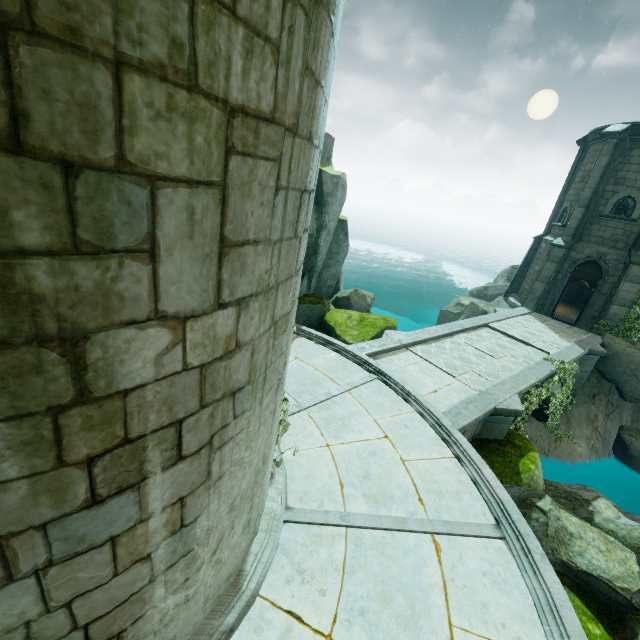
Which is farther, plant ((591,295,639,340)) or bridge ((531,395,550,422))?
plant ((591,295,639,340))

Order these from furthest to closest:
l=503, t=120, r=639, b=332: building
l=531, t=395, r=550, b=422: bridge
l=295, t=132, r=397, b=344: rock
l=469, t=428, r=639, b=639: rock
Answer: l=503, t=120, r=639, b=332: building
l=531, t=395, r=550, b=422: bridge
l=295, t=132, r=397, b=344: rock
l=469, t=428, r=639, b=639: rock

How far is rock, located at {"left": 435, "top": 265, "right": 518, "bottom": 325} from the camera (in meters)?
19.66

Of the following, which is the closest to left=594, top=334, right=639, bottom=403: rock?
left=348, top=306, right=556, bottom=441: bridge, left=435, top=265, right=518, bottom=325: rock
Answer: left=348, top=306, right=556, bottom=441: bridge

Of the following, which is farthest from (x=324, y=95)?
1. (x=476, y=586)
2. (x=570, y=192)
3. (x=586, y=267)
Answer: (x=570, y=192)

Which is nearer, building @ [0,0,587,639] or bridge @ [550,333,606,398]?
building @ [0,0,587,639]

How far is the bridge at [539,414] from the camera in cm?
1452

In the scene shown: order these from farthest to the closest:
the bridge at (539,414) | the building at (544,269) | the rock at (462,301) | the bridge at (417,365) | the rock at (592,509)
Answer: the rock at (462,301) → the building at (544,269) → the bridge at (539,414) → the bridge at (417,365) → the rock at (592,509)
